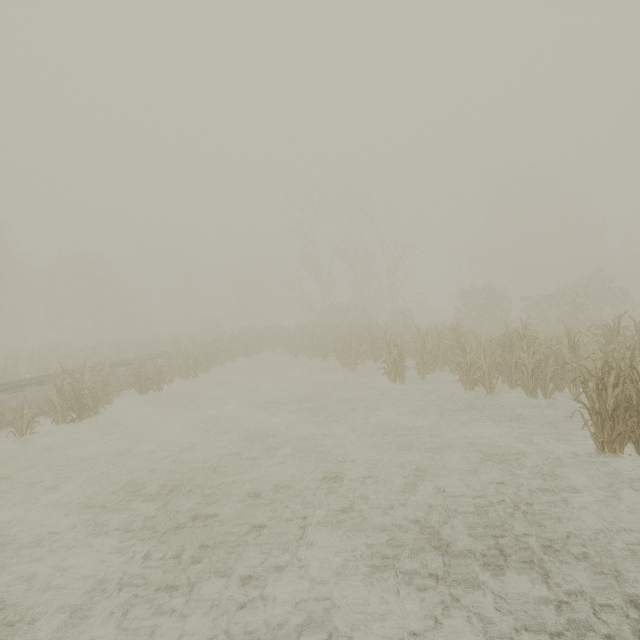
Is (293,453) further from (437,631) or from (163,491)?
(437,631)
